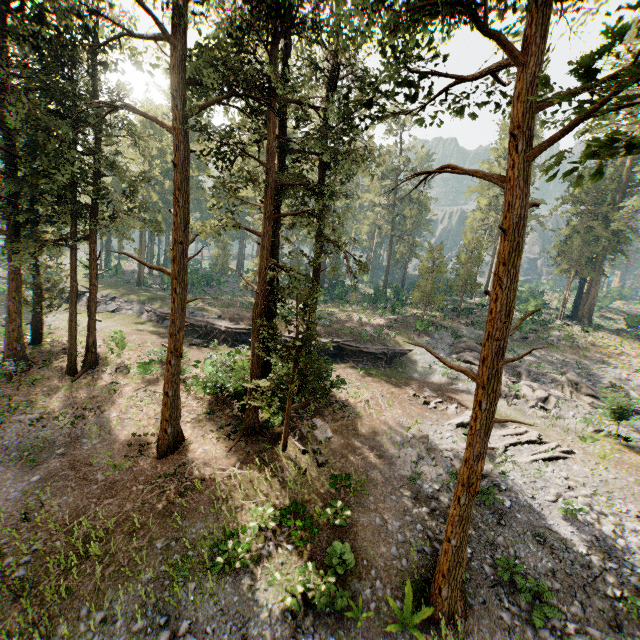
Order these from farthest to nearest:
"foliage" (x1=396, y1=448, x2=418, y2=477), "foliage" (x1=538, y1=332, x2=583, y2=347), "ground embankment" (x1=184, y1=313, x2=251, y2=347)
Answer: "foliage" (x1=538, y1=332, x2=583, y2=347) < "ground embankment" (x1=184, y1=313, x2=251, y2=347) < "foliage" (x1=396, y1=448, x2=418, y2=477)

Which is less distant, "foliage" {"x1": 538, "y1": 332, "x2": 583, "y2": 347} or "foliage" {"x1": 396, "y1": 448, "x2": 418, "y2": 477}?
"foliage" {"x1": 396, "y1": 448, "x2": 418, "y2": 477}

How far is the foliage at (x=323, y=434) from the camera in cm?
1812

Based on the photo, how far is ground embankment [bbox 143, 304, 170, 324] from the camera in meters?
34.4 m

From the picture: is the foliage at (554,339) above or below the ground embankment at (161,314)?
above

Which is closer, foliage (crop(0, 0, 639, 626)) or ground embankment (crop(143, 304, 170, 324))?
foliage (crop(0, 0, 639, 626))

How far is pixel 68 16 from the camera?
17.52m

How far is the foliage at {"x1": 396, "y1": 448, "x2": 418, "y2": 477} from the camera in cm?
A: 1664
